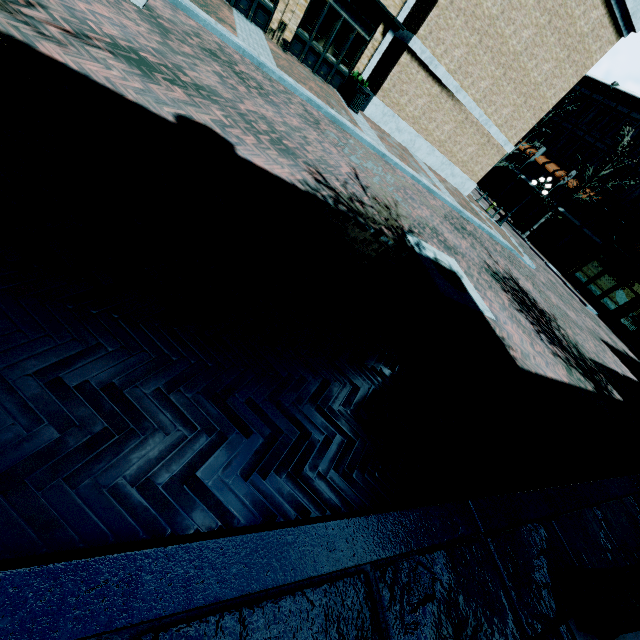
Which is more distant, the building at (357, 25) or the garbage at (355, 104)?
the garbage at (355, 104)

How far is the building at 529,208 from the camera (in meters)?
A: 33.91

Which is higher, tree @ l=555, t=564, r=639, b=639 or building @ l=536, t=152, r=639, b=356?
building @ l=536, t=152, r=639, b=356

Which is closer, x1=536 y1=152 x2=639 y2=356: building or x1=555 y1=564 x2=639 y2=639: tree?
x1=555 y1=564 x2=639 y2=639: tree

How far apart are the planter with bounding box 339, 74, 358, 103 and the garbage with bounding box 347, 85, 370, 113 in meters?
0.1 m

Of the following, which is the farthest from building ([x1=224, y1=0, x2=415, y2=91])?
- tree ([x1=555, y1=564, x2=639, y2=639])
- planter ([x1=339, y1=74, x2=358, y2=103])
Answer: tree ([x1=555, y1=564, x2=639, y2=639])

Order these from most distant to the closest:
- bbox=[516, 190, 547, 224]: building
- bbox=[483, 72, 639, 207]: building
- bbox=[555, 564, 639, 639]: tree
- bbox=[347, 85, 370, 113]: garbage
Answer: bbox=[516, 190, 547, 224]: building
bbox=[483, 72, 639, 207]: building
bbox=[347, 85, 370, 113]: garbage
bbox=[555, 564, 639, 639]: tree

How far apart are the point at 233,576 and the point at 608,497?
5.36m
